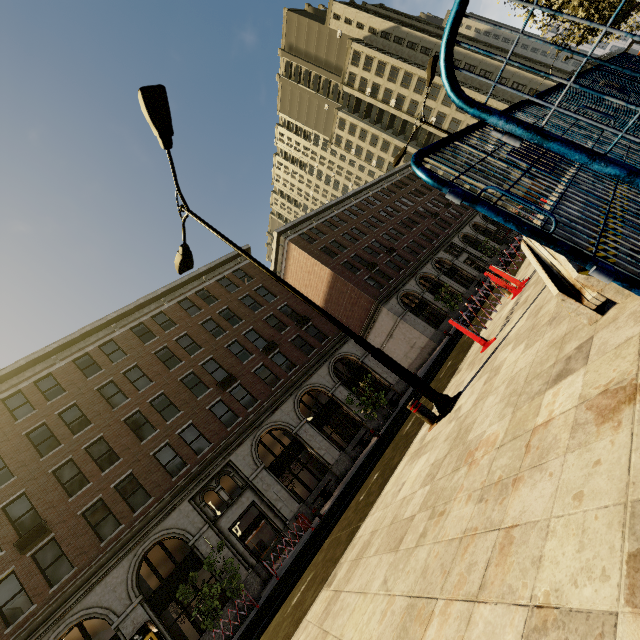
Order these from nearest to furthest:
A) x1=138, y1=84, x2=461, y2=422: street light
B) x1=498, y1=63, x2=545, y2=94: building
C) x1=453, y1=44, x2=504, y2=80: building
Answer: x1=138, y1=84, x2=461, y2=422: street light, x1=498, y1=63, x2=545, y2=94: building, x1=453, y1=44, x2=504, y2=80: building

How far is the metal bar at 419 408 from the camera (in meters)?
5.84

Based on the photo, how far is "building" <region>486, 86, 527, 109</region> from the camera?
53.22m

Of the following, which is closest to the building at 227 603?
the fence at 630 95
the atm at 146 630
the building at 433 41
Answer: the atm at 146 630

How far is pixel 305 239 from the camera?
35.09m

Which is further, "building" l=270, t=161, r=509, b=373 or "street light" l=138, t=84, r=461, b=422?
"building" l=270, t=161, r=509, b=373

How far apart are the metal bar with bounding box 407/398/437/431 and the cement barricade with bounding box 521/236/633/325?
3.48m

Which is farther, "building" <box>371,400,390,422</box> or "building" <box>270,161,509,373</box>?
"building" <box>270,161,509,373</box>
